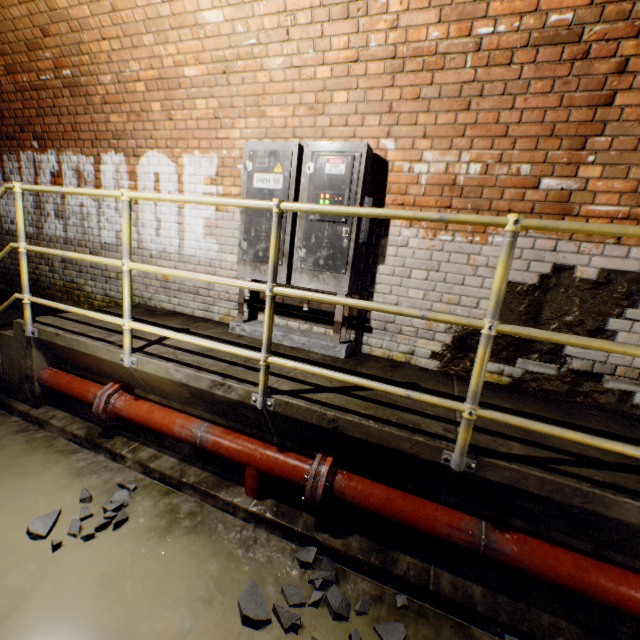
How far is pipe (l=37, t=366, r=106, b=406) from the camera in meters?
2.9

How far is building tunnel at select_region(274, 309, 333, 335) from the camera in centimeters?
344cm

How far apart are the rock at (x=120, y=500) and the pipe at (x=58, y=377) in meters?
0.8

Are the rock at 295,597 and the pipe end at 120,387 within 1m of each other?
no

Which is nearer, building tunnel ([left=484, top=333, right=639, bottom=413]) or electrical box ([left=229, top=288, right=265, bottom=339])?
building tunnel ([left=484, top=333, right=639, bottom=413])

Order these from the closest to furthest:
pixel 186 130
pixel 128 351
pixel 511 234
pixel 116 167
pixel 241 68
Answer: pixel 511 234 → pixel 128 351 → pixel 241 68 → pixel 186 130 → pixel 116 167

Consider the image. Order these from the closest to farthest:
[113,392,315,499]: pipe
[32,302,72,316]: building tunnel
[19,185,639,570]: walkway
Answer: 1. [19,185,639,570]: walkway
2. [113,392,315,499]: pipe
3. [32,302,72,316]: building tunnel

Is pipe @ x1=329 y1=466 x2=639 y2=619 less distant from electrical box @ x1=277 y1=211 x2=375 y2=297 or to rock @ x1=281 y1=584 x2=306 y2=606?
rock @ x1=281 y1=584 x2=306 y2=606
